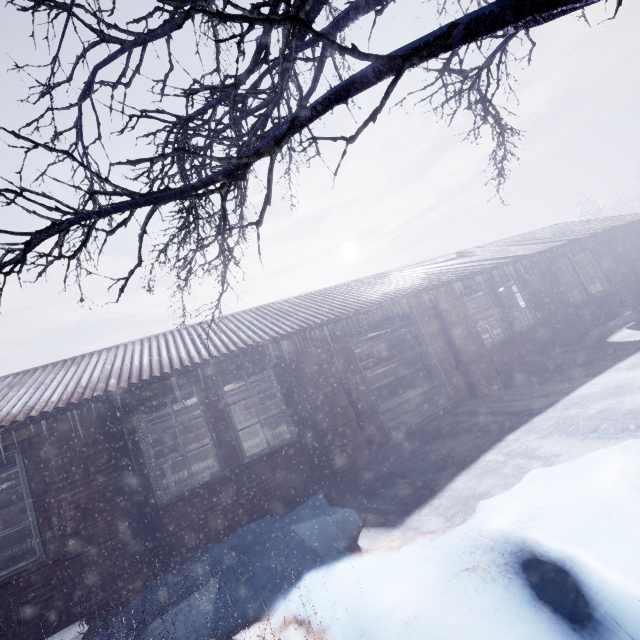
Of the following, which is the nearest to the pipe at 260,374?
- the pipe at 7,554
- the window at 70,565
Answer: the window at 70,565

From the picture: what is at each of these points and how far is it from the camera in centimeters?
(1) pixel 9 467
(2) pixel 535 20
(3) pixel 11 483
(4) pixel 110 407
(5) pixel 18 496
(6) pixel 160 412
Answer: (1) pipe, 510cm
(2) tree, 112cm
(3) pipe, 591cm
(4) pipe, 394cm
(5) pipe, 589cm
(6) pipe, 599cm

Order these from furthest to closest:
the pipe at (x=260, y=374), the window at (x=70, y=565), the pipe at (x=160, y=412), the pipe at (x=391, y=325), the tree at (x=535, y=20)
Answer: the pipe at (x=391, y=325), the pipe at (x=260, y=374), the pipe at (x=160, y=412), the window at (x=70, y=565), the tree at (x=535, y=20)

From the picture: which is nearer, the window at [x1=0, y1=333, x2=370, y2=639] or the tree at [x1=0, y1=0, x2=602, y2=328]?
the tree at [x1=0, y1=0, x2=602, y2=328]

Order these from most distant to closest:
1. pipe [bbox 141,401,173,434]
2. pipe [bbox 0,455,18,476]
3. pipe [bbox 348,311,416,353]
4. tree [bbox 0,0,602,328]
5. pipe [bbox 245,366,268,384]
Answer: pipe [bbox 348,311,416,353] → pipe [bbox 245,366,268,384] → pipe [bbox 141,401,173,434] → pipe [bbox 0,455,18,476] → tree [bbox 0,0,602,328]

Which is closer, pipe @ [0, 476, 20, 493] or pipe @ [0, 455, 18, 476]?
pipe @ [0, 455, 18, 476]

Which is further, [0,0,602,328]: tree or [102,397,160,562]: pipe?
[102,397,160,562]: pipe

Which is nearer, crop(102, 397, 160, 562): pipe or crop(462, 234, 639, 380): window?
crop(102, 397, 160, 562): pipe
